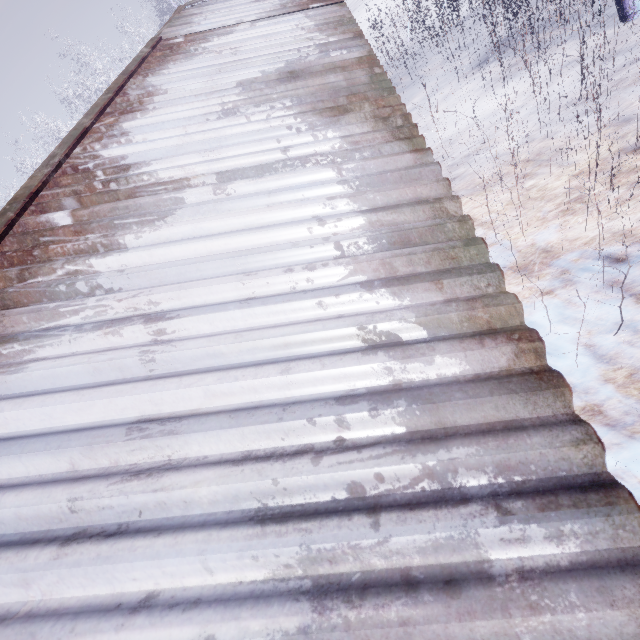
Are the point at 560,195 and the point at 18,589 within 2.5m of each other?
no
